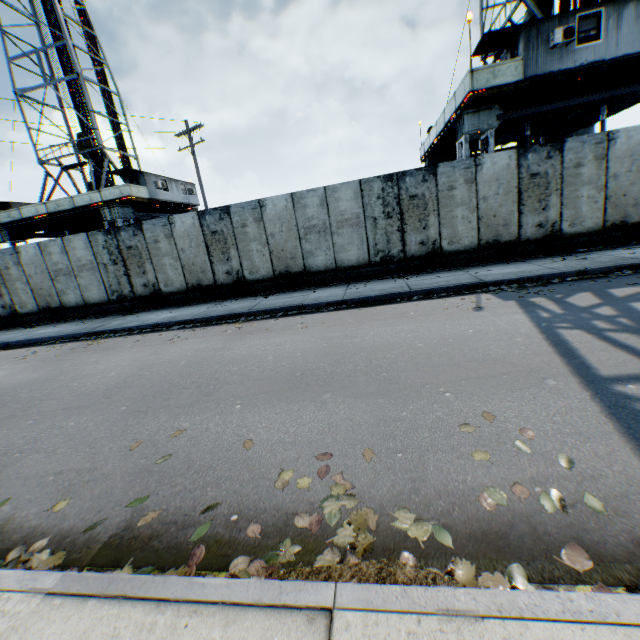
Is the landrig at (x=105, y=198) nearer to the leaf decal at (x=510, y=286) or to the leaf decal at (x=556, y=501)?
the leaf decal at (x=510, y=286)

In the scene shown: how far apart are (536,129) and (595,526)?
22.7m

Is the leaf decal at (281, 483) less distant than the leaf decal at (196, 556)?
No

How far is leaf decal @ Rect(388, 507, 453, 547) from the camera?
2.1m

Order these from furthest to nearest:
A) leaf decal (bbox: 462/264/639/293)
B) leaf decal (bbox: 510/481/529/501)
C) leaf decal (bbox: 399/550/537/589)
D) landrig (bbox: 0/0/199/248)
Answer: landrig (bbox: 0/0/199/248) → leaf decal (bbox: 462/264/639/293) → leaf decal (bbox: 510/481/529/501) → leaf decal (bbox: 399/550/537/589)

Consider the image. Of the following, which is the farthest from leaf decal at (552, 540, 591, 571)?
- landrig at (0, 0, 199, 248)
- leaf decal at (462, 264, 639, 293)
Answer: landrig at (0, 0, 199, 248)

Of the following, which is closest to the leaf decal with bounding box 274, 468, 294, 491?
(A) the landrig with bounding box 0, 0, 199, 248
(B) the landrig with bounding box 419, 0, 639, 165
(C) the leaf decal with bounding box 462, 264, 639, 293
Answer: (C) the leaf decal with bounding box 462, 264, 639, 293
